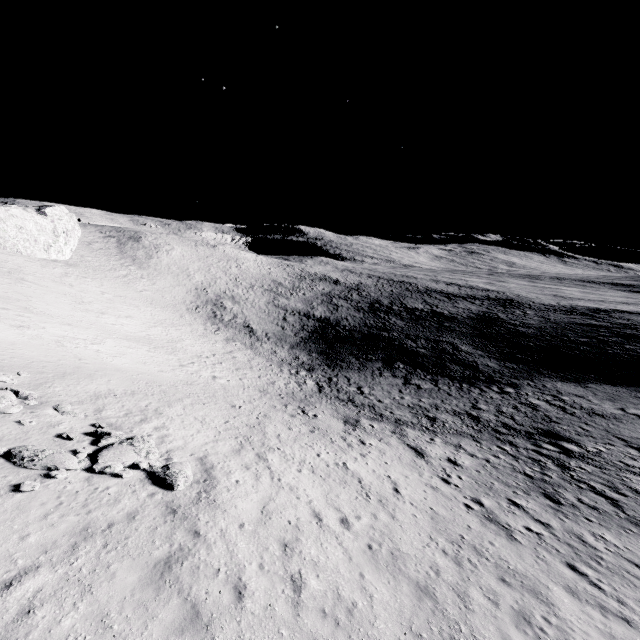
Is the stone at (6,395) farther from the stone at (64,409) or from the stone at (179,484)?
the stone at (179,484)

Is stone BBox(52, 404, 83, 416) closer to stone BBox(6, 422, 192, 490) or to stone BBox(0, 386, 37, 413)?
stone BBox(0, 386, 37, 413)

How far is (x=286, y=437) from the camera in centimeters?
1977cm

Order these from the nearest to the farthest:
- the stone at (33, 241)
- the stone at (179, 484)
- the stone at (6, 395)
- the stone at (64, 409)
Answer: the stone at (179, 484) < the stone at (6, 395) < the stone at (64, 409) < the stone at (33, 241)

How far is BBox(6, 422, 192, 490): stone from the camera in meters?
10.6 m

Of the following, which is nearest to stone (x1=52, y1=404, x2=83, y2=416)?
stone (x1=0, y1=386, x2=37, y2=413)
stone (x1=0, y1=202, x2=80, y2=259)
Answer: stone (x1=0, y1=386, x2=37, y2=413)

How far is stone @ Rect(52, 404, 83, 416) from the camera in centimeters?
1476cm

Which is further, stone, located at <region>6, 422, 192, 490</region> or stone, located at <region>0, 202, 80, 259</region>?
stone, located at <region>0, 202, 80, 259</region>
